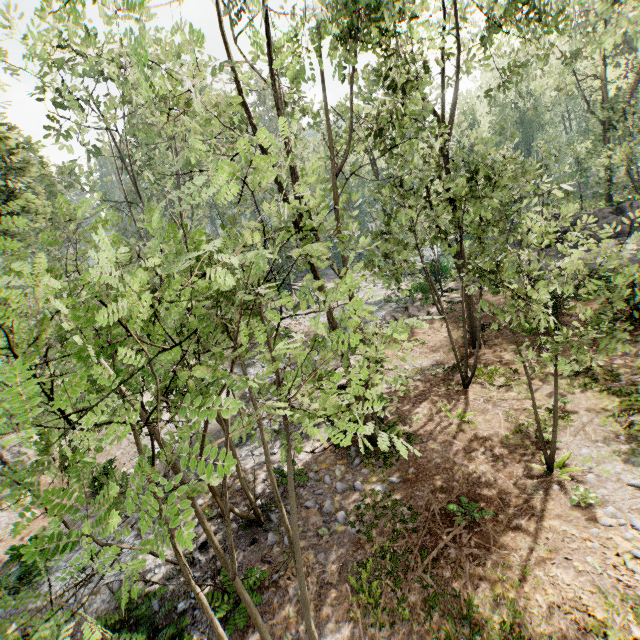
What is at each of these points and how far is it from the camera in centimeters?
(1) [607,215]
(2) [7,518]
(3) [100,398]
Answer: (1) rock, 2419cm
(2) rock, 1345cm
(3) foliage, 532cm

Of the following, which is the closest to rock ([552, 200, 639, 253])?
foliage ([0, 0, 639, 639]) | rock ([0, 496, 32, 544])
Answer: foliage ([0, 0, 639, 639])

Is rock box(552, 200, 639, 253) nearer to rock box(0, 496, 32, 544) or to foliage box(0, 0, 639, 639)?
foliage box(0, 0, 639, 639)

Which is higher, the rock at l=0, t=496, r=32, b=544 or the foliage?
the foliage

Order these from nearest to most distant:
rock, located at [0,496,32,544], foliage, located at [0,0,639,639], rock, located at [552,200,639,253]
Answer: foliage, located at [0,0,639,639], rock, located at [0,496,32,544], rock, located at [552,200,639,253]

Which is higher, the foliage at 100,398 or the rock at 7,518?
the foliage at 100,398

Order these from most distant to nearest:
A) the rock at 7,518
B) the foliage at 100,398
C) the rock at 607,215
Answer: the rock at 607,215
the rock at 7,518
the foliage at 100,398
